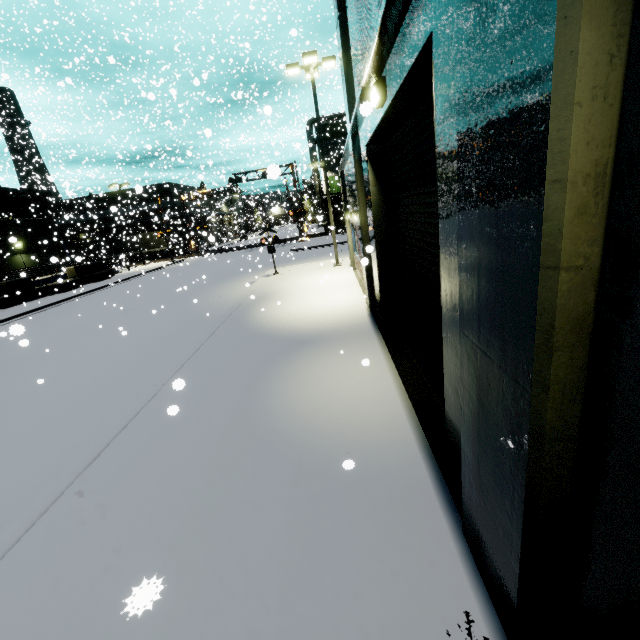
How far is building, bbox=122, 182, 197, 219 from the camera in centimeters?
3553cm

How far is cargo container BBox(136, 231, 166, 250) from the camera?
46.8 meters

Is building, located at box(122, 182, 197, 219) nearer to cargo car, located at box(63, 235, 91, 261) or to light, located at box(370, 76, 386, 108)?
light, located at box(370, 76, 386, 108)

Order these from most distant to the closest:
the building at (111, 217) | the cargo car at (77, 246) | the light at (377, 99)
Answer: the cargo car at (77, 246), the building at (111, 217), the light at (377, 99)

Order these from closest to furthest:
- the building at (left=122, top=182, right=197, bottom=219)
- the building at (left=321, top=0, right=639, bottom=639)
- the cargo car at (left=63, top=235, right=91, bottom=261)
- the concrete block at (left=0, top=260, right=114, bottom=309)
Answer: the building at (left=321, top=0, right=639, bottom=639), the concrete block at (left=0, top=260, right=114, bottom=309), the building at (left=122, top=182, right=197, bottom=219), the cargo car at (left=63, top=235, right=91, bottom=261)

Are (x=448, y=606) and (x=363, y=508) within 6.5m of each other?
yes

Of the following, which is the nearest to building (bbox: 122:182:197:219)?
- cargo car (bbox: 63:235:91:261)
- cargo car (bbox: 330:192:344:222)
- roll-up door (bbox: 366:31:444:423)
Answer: roll-up door (bbox: 366:31:444:423)

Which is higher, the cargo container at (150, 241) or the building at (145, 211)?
the building at (145, 211)
